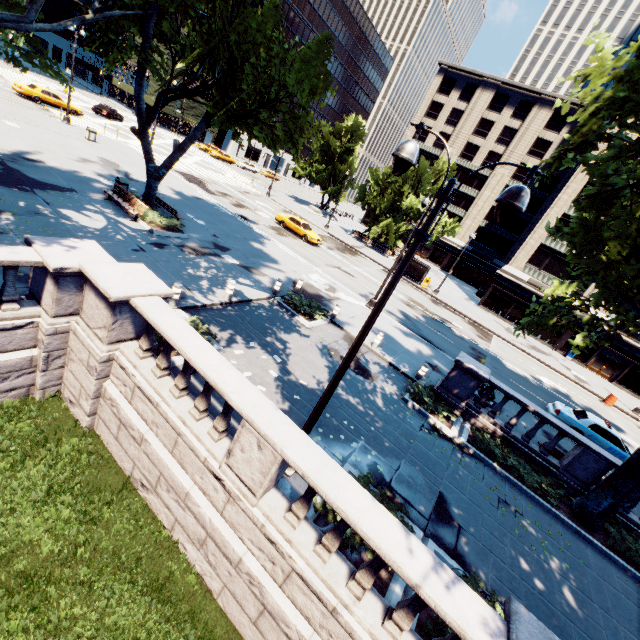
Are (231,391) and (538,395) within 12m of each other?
no

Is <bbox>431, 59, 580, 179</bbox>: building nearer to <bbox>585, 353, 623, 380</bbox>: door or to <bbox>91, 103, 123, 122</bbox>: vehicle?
<bbox>585, 353, 623, 380</bbox>: door

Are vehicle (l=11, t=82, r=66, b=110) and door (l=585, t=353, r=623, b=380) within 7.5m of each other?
no

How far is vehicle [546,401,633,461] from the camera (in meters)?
16.38

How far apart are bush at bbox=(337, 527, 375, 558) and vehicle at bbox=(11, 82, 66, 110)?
42.59m

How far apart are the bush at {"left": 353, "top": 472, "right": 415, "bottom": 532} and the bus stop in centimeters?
3001cm

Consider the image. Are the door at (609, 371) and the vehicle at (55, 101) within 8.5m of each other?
no

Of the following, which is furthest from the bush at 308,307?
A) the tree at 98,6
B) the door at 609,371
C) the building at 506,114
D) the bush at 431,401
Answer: the door at 609,371
